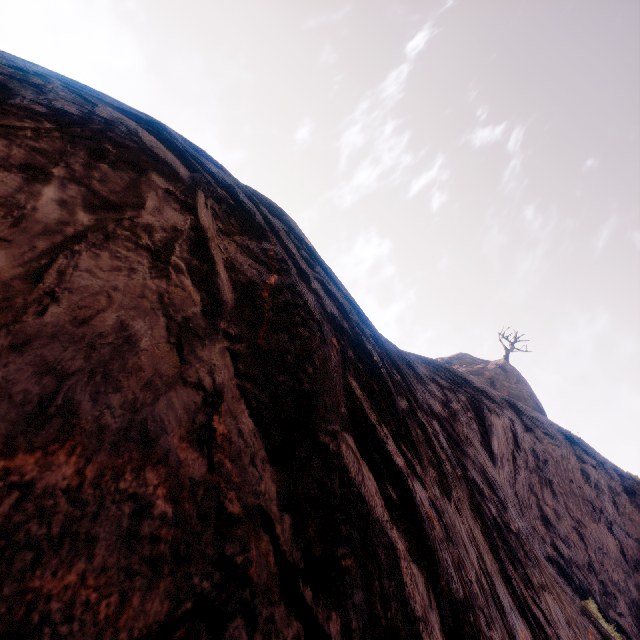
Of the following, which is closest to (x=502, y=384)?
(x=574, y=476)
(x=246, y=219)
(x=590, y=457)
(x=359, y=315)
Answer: (x=590, y=457)
